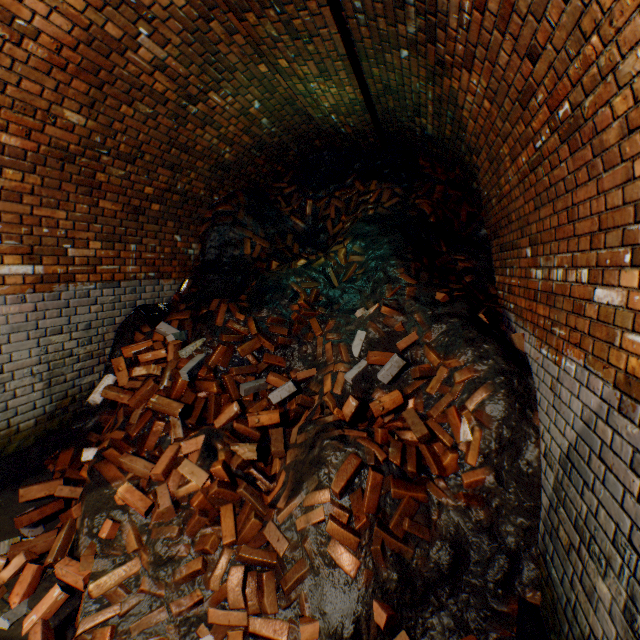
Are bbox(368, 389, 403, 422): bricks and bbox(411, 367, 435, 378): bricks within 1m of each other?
yes

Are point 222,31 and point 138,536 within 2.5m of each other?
no

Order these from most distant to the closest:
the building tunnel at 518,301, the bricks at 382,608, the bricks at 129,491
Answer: the bricks at 129,491 → the bricks at 382,608 → the building tunnel at 518,301

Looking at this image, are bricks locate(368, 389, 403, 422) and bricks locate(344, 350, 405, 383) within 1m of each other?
yes

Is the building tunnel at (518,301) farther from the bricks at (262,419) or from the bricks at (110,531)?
the bricks at (262,419)

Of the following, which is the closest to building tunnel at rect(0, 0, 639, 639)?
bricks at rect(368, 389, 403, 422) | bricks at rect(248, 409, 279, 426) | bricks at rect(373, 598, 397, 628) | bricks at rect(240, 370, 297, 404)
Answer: bricks at rect(373, 598, 397, 628)

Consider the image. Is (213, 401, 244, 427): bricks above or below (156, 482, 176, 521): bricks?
above

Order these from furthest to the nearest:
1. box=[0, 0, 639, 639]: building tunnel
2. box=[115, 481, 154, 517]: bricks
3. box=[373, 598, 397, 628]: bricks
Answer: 1. box=[115, 481, 154, 517]: bricks
2. box=[373, 598, 397, 628]: bricks
3. box=[0, 0, 639, 639]: building tunnel
